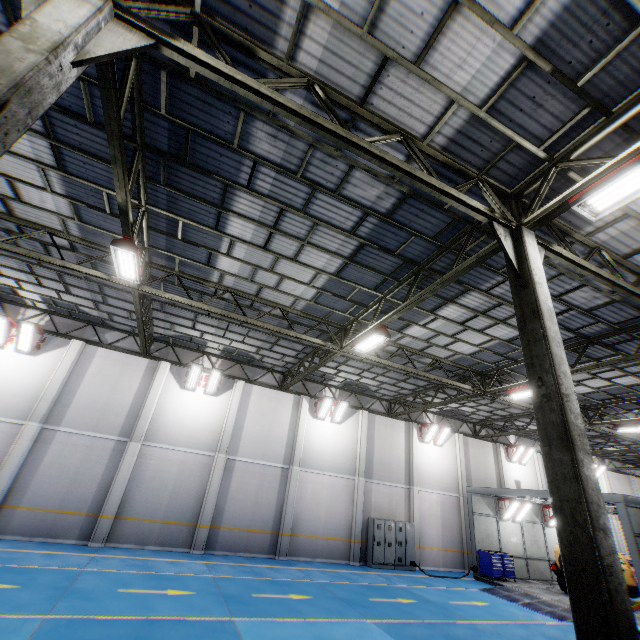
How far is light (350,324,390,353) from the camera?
10.27m

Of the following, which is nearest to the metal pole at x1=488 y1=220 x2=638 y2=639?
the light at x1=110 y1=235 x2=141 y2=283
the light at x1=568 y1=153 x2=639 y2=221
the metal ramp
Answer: the light at x1=568 y1=153 x2=639 y2=221

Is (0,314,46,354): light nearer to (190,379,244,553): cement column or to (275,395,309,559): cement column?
(190,379,244,553): cement column

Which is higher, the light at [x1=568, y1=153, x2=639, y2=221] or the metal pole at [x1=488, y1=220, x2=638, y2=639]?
the light at [x1=568, y1=153, x2=639, y2=221]

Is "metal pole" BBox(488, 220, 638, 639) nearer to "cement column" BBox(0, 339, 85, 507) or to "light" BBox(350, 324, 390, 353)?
"light" BBox(350, 324, 390, 353)

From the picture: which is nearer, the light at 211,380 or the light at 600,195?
the light at 600,195

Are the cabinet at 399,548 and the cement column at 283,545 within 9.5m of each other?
yes

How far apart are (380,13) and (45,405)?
17.9m
